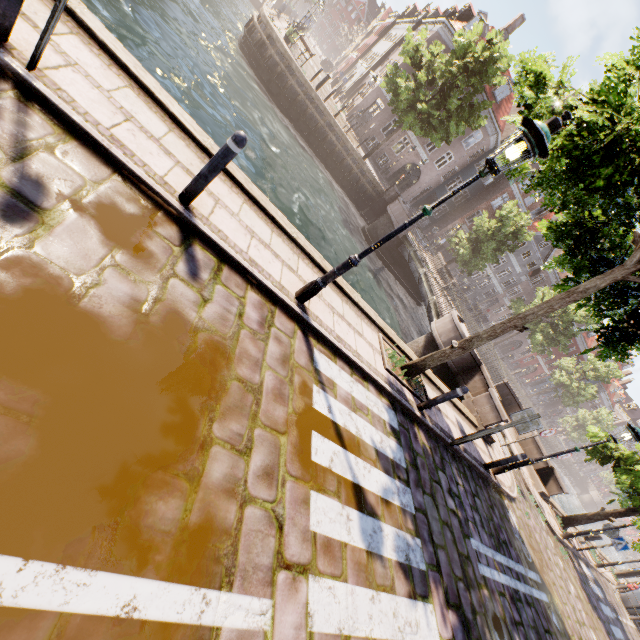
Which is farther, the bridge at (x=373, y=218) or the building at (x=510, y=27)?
the building at (x=510, y=27)

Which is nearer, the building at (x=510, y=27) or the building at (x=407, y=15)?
the building at (x=407, y=15)

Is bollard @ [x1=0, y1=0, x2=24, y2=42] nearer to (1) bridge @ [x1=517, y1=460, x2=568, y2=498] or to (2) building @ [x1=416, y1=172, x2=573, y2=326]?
(1) bridge @ [x1=517, y1=460, x2=568, y2=498]

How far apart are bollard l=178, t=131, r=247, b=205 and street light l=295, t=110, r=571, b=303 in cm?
194

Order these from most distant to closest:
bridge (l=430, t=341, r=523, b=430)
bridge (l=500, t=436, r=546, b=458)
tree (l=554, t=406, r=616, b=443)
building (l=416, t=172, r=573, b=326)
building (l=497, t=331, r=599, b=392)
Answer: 1. building (l=497, t=331, r=599, b=392)
2. building (l=416, t=172, r=573, b=326)
3. tree (l=554, t=406, r=616, b=443)
4. bridge (l=500, t=436, r=546, b=458)
5. bridge (l=430, t=341, r=523, b=430)

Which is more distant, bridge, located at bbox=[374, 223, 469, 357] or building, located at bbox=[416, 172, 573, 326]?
building, located at bbox=[416, 172, 573, 326]

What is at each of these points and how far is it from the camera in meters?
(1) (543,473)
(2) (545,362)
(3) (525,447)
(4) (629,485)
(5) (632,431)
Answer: (1) bridge, 15.1
(2) building, 54.3
(3) bridge, 15.8
(4) tree, 14.7
(5) street light, 7.9

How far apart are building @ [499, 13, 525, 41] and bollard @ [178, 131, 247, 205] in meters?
39.7
